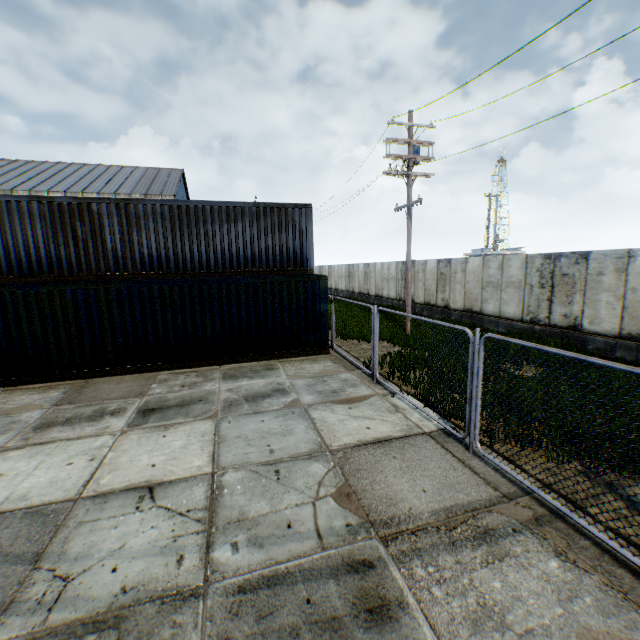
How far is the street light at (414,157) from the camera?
13.6m

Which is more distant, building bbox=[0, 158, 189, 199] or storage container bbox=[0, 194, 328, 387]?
A: building bbox=[0, 158, 189, 199]

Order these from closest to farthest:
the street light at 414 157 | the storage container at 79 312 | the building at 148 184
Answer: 1. the storage container at 79 312
2. the street light at 414 157
3. the building at 148 184

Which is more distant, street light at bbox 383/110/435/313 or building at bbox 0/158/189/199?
building at bbox 0/158/189/199

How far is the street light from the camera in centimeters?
1360cm

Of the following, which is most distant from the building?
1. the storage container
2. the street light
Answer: the street light

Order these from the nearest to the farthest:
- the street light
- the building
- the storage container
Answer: the storage container
the street light
the building

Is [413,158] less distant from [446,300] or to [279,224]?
[279,224]
